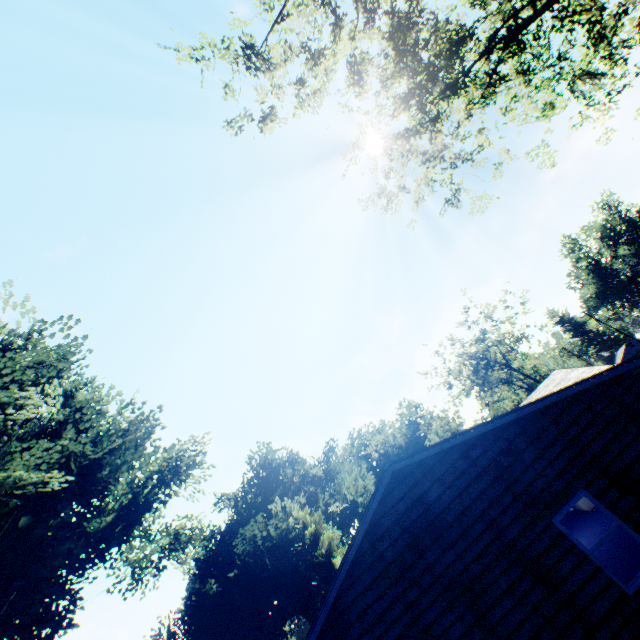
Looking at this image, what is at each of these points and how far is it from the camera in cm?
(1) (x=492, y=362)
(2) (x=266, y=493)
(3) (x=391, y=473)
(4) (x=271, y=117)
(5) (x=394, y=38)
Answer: (1) tree, 4475
(2) plant, 4938
(3) flat, 864
(4) tree, 1331
(5) tree, 1153

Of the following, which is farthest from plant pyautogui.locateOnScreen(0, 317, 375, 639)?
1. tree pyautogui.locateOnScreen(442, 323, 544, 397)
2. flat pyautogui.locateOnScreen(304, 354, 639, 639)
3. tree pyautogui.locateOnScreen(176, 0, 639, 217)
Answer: tree pyautogui.locateOnScreen(442, 323, 544, 397)

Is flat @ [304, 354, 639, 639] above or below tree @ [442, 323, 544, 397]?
below

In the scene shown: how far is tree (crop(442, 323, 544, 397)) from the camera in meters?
43.6 m

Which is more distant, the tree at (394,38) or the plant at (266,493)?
the plant at (266,493)

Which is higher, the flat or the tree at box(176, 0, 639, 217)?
the tree at box(176, 0, 639, 217)

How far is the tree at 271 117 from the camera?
12.7 meters

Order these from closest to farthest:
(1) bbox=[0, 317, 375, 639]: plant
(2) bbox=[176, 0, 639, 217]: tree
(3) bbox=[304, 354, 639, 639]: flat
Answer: (3) bbox=[304, 354, 639, 639]: flat, (2) bbox=[176, 0, 639, 217]: tree, (1) bbox=[0, 317, 375, 639]: plant
